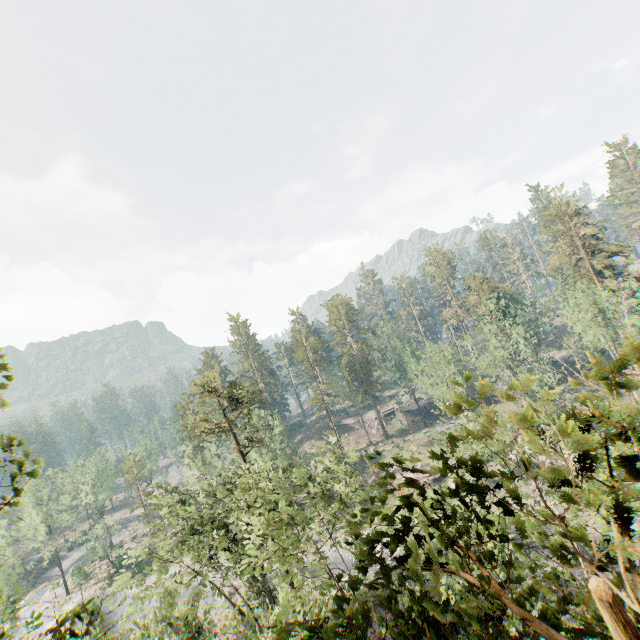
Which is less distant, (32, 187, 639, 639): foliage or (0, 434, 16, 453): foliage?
(32, 187, 639, 639): foliage

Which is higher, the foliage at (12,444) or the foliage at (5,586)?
the foliage at (12,444)

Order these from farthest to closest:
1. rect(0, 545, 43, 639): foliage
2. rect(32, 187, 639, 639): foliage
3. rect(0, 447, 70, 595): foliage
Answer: rect(0, 545, 43, 639): foliage, rect(0, 447, 70, 595): foliage, rect(32, 187, 639, 639): foliage

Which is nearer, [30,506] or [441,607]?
[441,607]

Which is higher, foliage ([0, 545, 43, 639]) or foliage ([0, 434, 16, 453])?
foliage ([0, 434, 16, 453])
